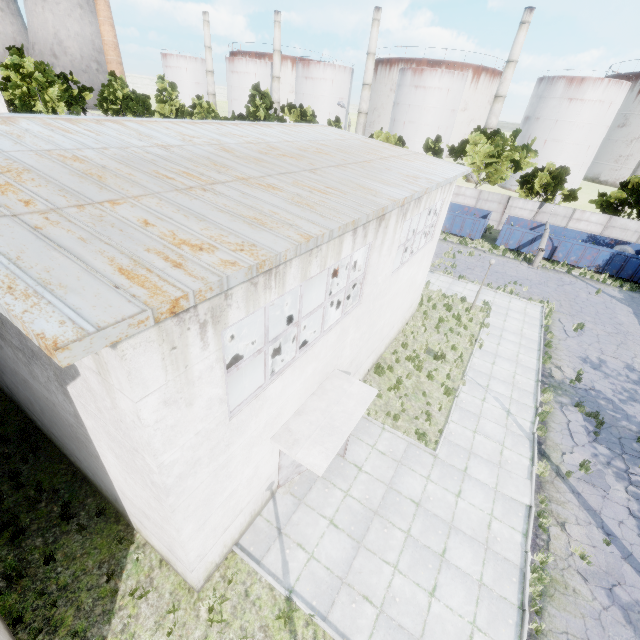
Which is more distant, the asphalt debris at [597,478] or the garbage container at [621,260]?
the garbage container at [621,260]

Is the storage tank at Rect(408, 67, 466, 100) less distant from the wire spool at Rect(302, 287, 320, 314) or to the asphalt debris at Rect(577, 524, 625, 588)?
the wire spool at Rect(302, 287, 320, 314)

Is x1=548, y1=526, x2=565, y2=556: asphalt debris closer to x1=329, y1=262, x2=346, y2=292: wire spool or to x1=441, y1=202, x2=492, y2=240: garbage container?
x1=329, y1=262, x2=346, y2=292: wire spool

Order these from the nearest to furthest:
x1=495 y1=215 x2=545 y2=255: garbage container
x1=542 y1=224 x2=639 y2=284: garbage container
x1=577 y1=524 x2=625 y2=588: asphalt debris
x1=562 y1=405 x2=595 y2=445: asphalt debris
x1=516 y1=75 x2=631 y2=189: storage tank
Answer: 1. x1=577 y1=524 x2=625 y2=588: asphalt debris
2. x1=562 y1=405 x2=595 y2=445: asphalt debris
3. x1=542 y1=224 x2=639 y2=284: garbage container
4. x1=495 y1=215 x2=545 y2=255: garbage container
5. x1=516 y1=75 x2=631 y2=189: storage tank

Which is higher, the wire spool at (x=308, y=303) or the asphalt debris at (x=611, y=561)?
the wire spool at (x=308, y=303)

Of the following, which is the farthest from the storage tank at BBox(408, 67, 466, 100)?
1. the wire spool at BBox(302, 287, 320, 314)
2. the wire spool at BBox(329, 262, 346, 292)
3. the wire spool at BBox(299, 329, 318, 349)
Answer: the wire spool at BBox(299, 329, 318, 349)

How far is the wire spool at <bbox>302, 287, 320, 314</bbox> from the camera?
15.55m

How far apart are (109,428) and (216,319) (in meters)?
2.71
